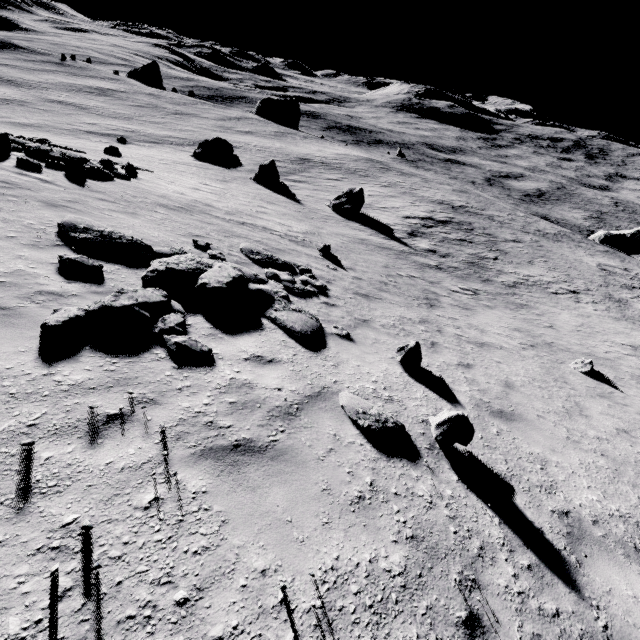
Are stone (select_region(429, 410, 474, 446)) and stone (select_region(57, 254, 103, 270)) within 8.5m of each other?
yes

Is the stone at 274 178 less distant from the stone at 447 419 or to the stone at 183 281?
the stone at 183 281

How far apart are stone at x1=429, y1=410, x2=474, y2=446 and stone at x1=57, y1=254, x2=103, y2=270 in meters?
6.6 m

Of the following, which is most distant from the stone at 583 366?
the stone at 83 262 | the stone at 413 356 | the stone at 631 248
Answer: the stone at 631 248

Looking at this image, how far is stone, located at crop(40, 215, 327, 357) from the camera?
4.8 meters

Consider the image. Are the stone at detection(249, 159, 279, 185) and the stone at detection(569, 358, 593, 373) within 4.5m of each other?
no

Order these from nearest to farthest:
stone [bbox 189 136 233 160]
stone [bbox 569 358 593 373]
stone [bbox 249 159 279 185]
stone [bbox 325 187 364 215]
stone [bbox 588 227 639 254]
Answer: stone [bbox 569 358 593 373] → stone [bbox 325 187 364 215] → stone [bbox 249 159 279 185] → stone [bbox 189 136 233 160] → stone [bbox 588 227 639 254]

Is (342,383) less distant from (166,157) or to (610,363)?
(610,363)
